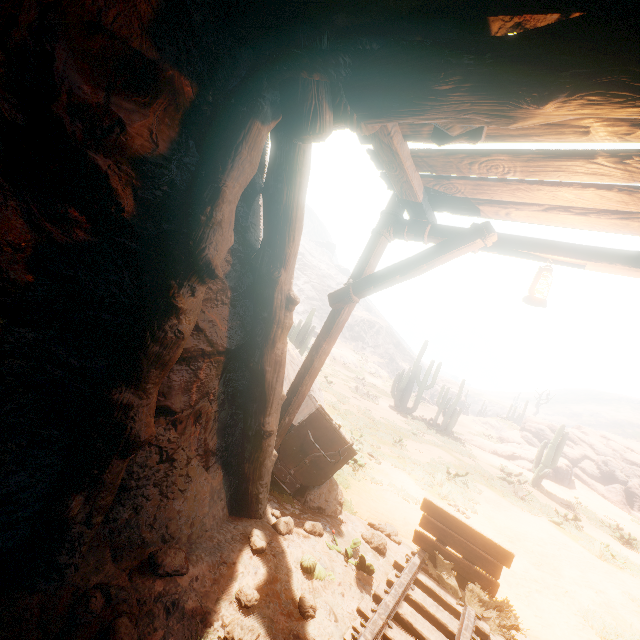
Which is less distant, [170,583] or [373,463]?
[170,583]

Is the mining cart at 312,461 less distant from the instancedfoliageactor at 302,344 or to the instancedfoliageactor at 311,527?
the instancedfoliageactor at 311,527

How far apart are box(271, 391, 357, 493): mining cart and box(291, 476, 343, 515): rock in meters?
0.0

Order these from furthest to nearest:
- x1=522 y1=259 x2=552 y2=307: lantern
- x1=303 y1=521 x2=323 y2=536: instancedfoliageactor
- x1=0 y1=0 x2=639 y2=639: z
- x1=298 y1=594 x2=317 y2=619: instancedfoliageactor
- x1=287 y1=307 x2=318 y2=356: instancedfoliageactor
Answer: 1. x1=287 y1=307 x2=318 y2=356: instancedfoliageactor
2. x1=303 y1=521 x2=323 y2=536: instancedfoliageactor
3. x1=522 y1=259 x2=552 y2=307: lantern
4. x1=298 y1=594 x2=317 y2=619: instancedfoliageactor
5. x1=0 y1=0 x2=639 y2=639: z

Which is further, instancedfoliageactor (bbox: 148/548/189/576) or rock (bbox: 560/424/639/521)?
rock (bbox: 560/424/639/521)

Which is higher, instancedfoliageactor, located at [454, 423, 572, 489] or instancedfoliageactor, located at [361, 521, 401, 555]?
instancedfoliageactor, located at [454, 423, 572, 489]

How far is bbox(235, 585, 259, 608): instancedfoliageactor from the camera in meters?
2.7 m

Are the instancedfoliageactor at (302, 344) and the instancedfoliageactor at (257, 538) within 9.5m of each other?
no
